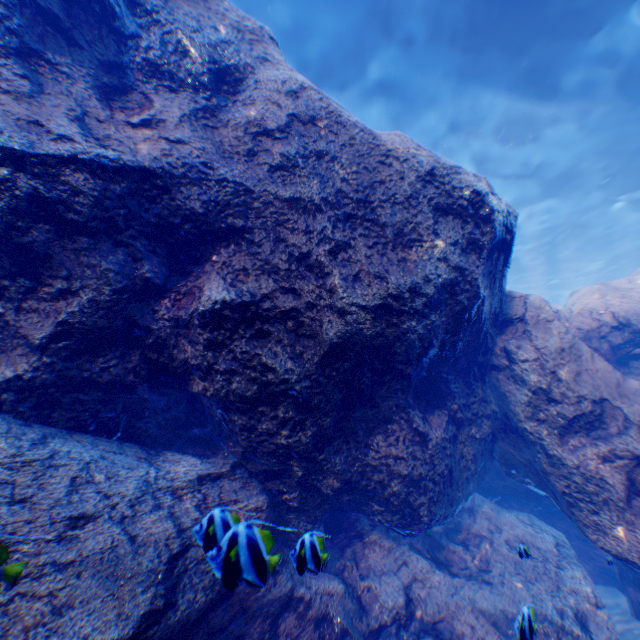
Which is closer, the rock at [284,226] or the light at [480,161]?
the rock at [284,226]

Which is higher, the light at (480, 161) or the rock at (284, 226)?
the light at (480, 161)

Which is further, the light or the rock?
the light

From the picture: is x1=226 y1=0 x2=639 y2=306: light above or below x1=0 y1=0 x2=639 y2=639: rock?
above

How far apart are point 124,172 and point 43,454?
2.78m
